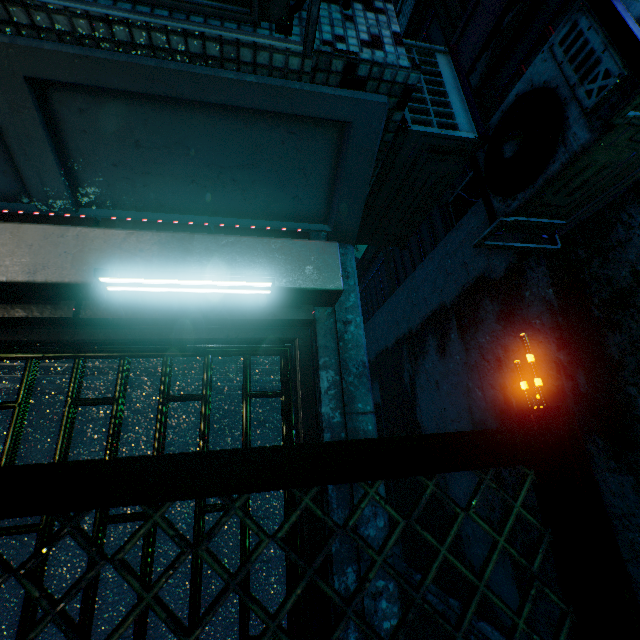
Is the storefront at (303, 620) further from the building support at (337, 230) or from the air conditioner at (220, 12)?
the air conditioner at (220, 12)

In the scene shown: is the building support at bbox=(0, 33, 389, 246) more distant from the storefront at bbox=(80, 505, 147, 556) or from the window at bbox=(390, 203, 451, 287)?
the window at bbox=(390, 203, 451, 287)

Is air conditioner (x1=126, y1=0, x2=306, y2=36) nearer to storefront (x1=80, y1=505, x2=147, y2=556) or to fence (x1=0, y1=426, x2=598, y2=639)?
storefront (x1=80, y1=505, x2=147, y2=556)

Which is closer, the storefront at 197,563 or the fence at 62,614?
the fence at 62,614

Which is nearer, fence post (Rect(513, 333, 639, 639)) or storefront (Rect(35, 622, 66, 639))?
fence post (Rect(513, 333, 639, 639))

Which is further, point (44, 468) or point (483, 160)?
point (483, 160)

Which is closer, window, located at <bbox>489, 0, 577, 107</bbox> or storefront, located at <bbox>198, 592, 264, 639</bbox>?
storefront, located at <bbox>198, 592, 264, 639</bbox>

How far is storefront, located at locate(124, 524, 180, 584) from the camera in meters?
1.3 m
